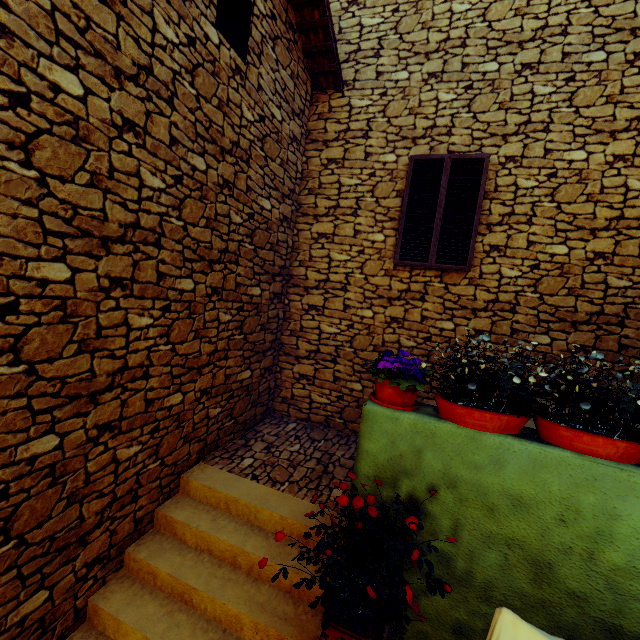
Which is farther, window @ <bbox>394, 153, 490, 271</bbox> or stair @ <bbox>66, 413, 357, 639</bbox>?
window @ <bbox>394, 153, 490, 271</bbox>

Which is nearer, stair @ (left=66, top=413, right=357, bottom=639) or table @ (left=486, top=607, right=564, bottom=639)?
table @ (left=486, top=607, right=564, bottom=639)

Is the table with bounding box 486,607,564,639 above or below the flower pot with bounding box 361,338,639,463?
below

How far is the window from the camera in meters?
4.6

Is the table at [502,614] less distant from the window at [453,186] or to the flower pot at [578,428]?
the flower pot at [578,428]

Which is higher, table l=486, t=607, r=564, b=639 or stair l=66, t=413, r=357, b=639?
table l=486, t=607, r=564, b=639

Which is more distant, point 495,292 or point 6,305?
point 495,292

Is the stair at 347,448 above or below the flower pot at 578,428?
below
